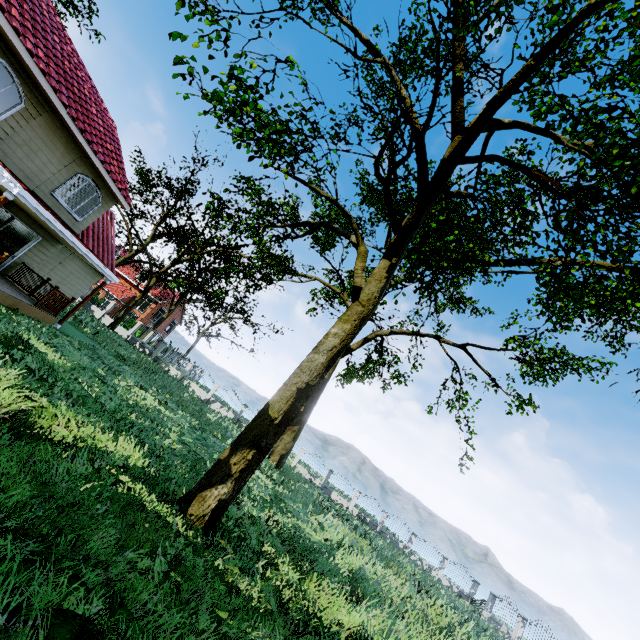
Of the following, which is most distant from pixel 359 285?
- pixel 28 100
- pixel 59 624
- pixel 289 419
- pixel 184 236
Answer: pixel 28 100
